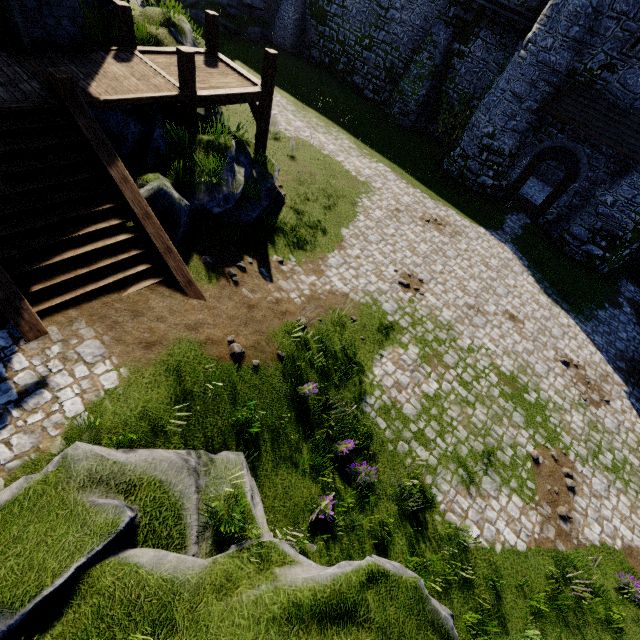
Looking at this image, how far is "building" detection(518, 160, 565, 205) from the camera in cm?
2339

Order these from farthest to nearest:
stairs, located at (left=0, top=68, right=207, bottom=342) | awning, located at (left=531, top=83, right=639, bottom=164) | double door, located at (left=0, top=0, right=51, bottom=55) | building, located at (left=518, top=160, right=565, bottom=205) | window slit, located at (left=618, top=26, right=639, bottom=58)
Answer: building, located at (left=518, top=160, right=565, bottom=205), awning, located at (left=531, top=83, right=639, bottom=164), window slit, located at (left=618, top=26, right=639, bottom=58), double door, located at (left=0, top=0, right=51, bottom=55), stairs, located at (left=0, top=68, right=207, bottom=342)

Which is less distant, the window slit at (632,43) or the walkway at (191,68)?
the walkway at (191,68)

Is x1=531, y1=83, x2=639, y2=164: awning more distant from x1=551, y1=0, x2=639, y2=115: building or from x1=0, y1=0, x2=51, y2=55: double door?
x1=0, y1=0, x2=51, y2=55: double door

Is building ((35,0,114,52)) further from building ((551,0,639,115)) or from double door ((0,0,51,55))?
building ((551,0,639,115))

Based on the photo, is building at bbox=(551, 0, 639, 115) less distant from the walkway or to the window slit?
the window slit

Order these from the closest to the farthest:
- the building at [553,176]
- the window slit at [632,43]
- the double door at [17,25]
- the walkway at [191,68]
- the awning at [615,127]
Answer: the double door at [17,25] → the walkway at [191,68] → the window slit at [632,43] → the awning at [615,127] → the building at [553,176]

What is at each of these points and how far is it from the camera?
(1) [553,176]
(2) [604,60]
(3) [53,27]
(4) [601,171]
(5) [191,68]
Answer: (1) building, 25.1m
(2) building, 15.5m
(3) building, 8.1m
(4) building, 17.4m
(5) walkway, 8.6m
